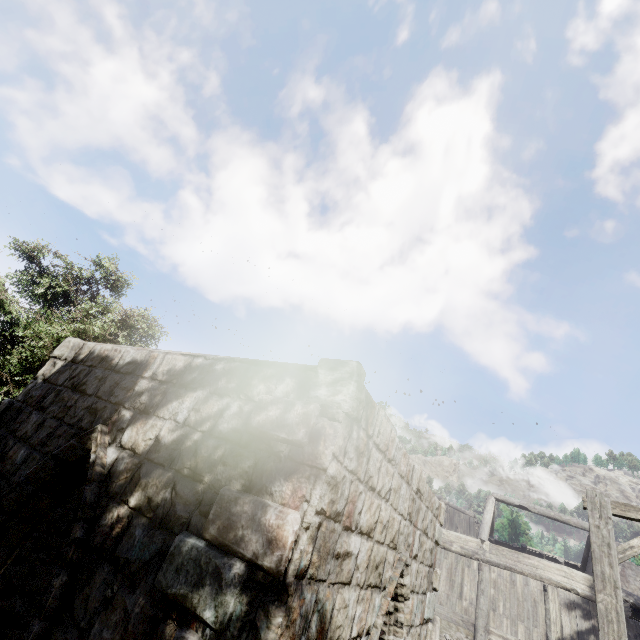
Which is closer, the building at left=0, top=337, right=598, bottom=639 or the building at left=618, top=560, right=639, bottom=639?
the building at left=0, top=337, right=598, bottom=639

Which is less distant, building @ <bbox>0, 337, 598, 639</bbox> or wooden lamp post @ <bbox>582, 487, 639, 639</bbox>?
building @ <bbox>0, 337, 598, 639</bbox>

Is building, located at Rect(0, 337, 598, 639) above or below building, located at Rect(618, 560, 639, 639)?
below

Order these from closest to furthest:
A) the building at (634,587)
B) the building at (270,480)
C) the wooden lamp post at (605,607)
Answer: the building at (270,480) < the wooden lamp post at (605,607) < the building at (634,587)

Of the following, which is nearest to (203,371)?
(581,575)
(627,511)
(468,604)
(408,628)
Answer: (408,628)

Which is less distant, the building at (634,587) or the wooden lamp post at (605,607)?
the wooden lamp post at (605,607)

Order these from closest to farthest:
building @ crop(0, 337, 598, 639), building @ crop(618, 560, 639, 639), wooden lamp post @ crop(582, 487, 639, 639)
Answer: building @ crop(0, 337, 598, 639)
wooden lamp post @ crop(582, 487, 639, 639)
building @ crop(618, 560, 639, 639)
